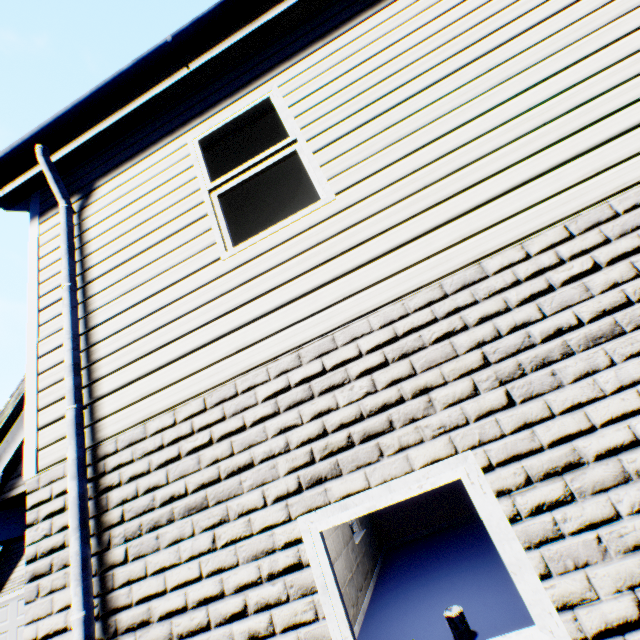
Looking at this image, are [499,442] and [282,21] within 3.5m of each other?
no

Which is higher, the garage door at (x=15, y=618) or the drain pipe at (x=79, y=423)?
the drain pipe at (x=79, y=423)

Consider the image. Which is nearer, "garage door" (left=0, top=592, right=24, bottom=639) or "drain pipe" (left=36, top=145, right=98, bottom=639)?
"drain pipe" (left=36, top=145, right=98, bottom=639)

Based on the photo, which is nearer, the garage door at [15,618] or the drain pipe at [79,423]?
the drain pipe at [79,423]

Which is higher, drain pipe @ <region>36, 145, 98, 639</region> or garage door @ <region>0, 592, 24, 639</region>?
drain pipe @ <region>36, 145, 98, 639</region>
